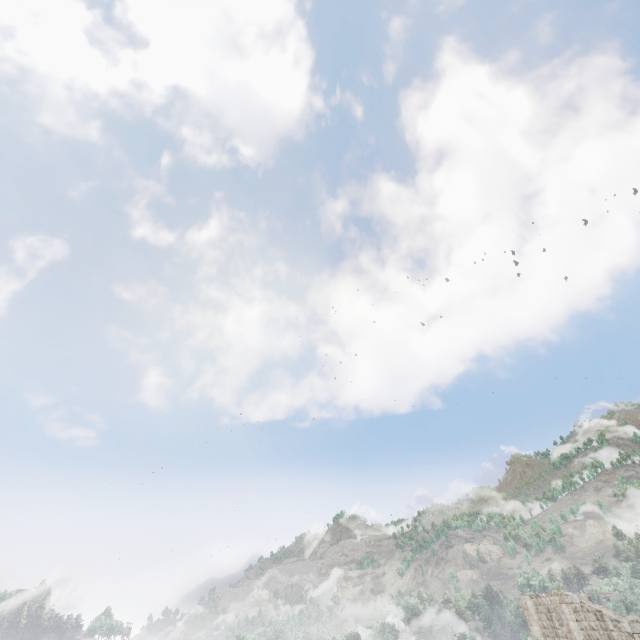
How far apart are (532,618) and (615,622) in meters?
8.9 m
